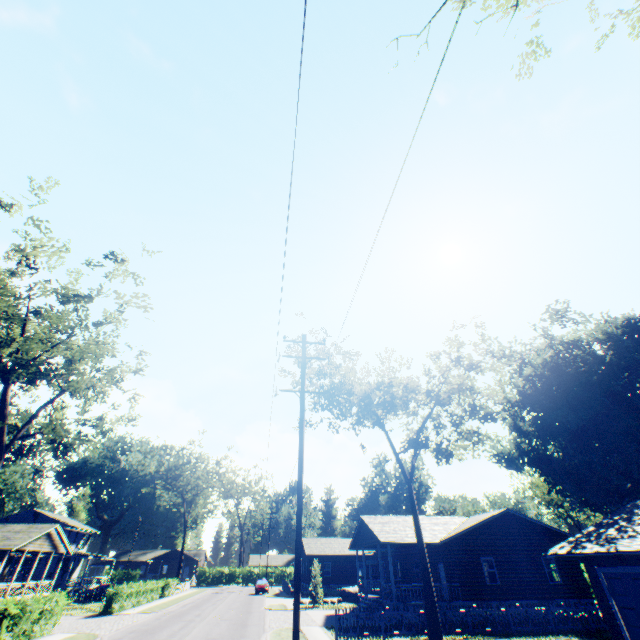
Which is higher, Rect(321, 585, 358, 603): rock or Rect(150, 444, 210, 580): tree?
Rect(150, 444, 210, 580): tree

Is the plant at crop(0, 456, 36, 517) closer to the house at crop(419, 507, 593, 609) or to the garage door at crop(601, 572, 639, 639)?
the house at crop(419, 507, 593, 609)

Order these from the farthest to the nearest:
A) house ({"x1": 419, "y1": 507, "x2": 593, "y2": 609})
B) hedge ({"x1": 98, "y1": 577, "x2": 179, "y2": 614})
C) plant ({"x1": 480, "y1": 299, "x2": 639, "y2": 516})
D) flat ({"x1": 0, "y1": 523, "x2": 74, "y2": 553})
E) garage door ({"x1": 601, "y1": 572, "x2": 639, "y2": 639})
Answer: plant ({"x1": 480, "y1": 299, "x2": 639, "y2": 516})
flat ({"x1": 0, "y1": 523, "x2": 74, "y2": 553})
hedge ({"x1": 98, "y1": 577, "x2": 179, "y2": 614})
house ({"x1": 419, "y1": 507, "x2": 593, "y2": 609})
garage door ({"x1": 601, "y1": 572, "x2": 639, "y2": 639})

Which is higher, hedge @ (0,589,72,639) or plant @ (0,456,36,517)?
plant @ (0,456,36,517)

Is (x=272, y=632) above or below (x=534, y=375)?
below

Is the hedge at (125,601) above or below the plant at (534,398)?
below

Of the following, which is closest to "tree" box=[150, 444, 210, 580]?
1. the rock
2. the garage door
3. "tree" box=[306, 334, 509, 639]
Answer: the rock

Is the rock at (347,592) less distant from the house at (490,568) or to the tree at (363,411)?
the house at (490,568)
